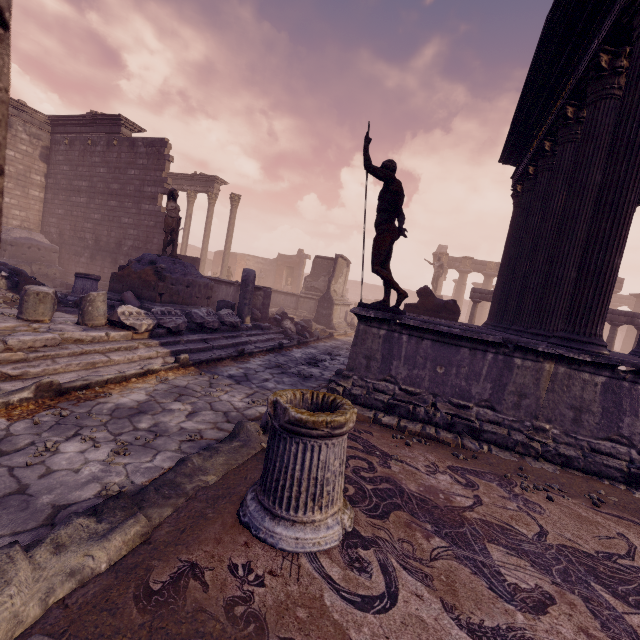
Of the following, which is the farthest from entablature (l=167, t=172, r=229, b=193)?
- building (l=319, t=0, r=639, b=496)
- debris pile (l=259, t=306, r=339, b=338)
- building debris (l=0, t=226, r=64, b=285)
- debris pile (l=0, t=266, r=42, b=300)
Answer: building (l=319, t=0, r=639, b=496)

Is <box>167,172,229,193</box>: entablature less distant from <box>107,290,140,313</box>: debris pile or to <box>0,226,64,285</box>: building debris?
<box>0,226,64,285</box>: building debris

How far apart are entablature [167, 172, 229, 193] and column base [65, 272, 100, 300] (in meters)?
12.93

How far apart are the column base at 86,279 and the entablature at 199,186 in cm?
1293

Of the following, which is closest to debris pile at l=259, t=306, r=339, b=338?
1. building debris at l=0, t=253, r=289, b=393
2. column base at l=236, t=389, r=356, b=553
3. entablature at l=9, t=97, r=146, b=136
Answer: building debris at l=0, t=253, r=289, b=393

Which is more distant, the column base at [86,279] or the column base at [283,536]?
the column base at [86,279]

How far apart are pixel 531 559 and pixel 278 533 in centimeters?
185cm

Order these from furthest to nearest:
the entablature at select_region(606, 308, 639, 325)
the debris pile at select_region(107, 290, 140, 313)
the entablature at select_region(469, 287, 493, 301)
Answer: the entablature at select_region(469, 287, 493, 301) → the entablature at select_region(606, 308, 639, 325) → the debris pile at select_region(107, 290, 140, 313)
